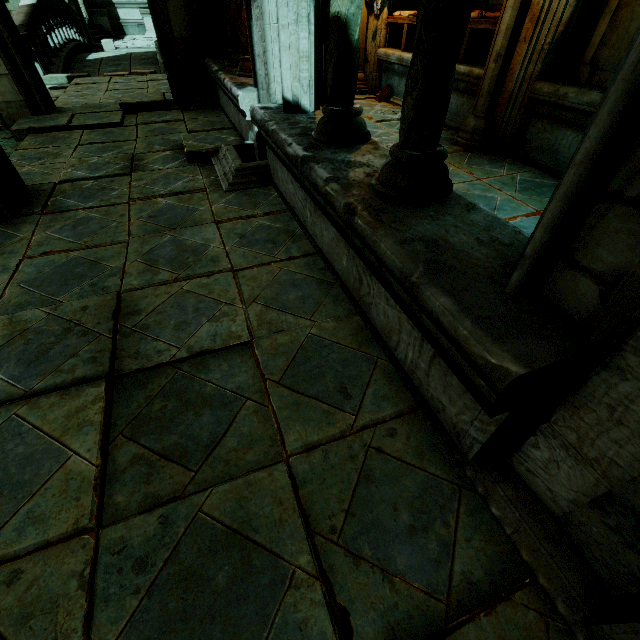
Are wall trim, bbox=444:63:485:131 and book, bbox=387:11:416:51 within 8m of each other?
yes

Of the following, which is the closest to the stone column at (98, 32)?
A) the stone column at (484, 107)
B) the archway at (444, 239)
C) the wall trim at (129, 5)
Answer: the wall trim at (129, 5)

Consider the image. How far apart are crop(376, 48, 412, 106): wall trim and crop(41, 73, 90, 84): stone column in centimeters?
770cm

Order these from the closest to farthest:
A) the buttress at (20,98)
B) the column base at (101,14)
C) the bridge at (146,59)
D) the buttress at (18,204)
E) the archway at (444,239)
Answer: the archway at (444,239), the buttress at (18,204), the buttress at (20,98), the bridge at (146,59), the column base at (101,14)

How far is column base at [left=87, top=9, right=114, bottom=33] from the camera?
17.3m

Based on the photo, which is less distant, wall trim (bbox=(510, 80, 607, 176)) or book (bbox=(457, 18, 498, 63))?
wall trim (bbox=(510, 80, 607, 176))

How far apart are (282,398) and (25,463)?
1.2 meters

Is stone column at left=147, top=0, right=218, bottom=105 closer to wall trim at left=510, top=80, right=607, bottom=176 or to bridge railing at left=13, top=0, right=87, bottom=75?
bridge railing at left=13, top=0, right=87, bottom=75
